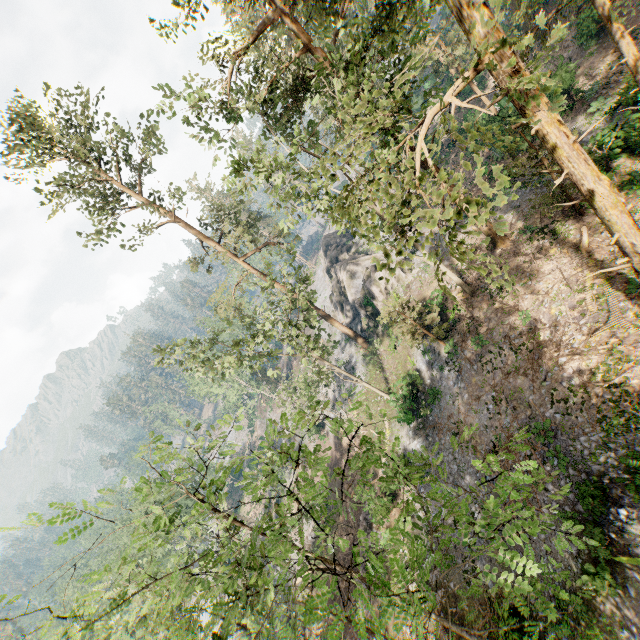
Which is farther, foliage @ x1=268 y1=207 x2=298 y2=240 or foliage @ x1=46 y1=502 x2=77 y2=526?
foliage @ x1=268 y1=207 x2=298 y2=240

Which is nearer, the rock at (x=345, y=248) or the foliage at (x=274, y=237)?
the foliage at (x=274, y=237)

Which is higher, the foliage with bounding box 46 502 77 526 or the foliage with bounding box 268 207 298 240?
the foliage with bounding box 46 502 77 526

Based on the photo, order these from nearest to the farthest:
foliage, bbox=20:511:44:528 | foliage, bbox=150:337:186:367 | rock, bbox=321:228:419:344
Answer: foliage, bbox=20:511:44:528
foliage, bbox=150:337:186:367
rock, bbox=321:228:419:344

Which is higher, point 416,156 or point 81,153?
point 81,153

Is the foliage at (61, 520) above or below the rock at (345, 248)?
above
